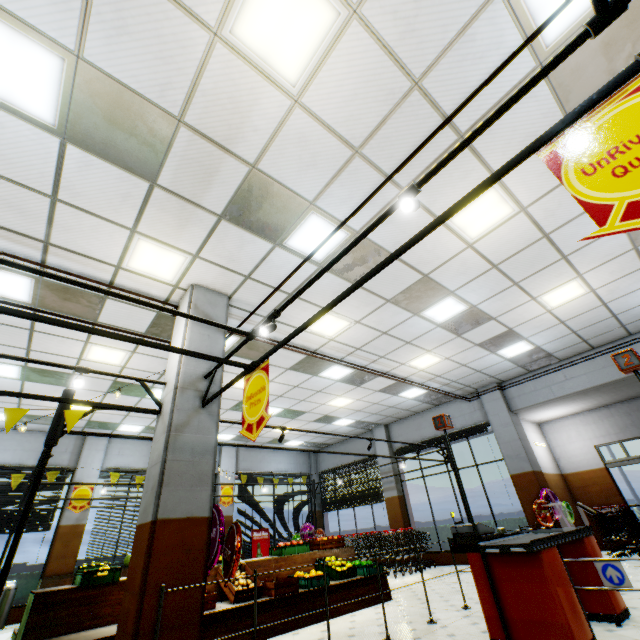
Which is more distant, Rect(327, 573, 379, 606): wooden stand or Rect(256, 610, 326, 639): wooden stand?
Rect(327, 573, 379, 606): wooden stand

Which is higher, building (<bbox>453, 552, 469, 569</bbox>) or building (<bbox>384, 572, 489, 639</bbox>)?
building (<bbox>453, 552, 469, 569</bbox>)

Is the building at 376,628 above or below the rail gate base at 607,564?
below

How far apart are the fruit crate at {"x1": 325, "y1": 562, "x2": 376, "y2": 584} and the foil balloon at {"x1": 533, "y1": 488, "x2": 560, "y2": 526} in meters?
4.9 m

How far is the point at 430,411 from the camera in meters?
12.8

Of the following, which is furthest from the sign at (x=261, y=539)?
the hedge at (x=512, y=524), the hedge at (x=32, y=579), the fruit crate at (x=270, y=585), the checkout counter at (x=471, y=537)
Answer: the checkout counter at (x=471, y=537)

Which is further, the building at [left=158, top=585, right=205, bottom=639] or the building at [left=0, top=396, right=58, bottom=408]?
the building at [left=0, top=396, right=58, bottom=408]

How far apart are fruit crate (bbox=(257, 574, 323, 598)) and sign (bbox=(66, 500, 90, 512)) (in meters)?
8.04
